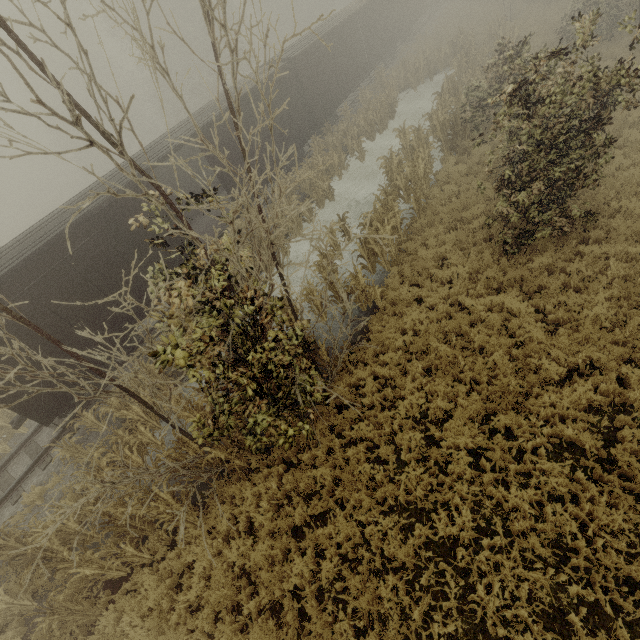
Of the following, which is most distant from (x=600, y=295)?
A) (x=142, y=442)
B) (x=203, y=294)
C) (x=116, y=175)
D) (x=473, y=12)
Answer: (x=473, y=12)

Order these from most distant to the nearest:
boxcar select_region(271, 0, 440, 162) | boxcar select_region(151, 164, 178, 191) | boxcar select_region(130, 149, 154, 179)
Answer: boxcar select_region(271, 0, 440, 162)
boxcar select_region(151, 164, 178, 191)
boxcar select_region(130, 149, 154, 179)

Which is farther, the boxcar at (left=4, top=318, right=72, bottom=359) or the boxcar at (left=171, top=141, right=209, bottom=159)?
the boxcar at (left=171, top=141, right=209, bottom=159)

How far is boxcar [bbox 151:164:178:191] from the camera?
14.9m

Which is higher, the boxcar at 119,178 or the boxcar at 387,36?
the boxcar at 119,178

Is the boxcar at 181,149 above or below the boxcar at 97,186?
below
